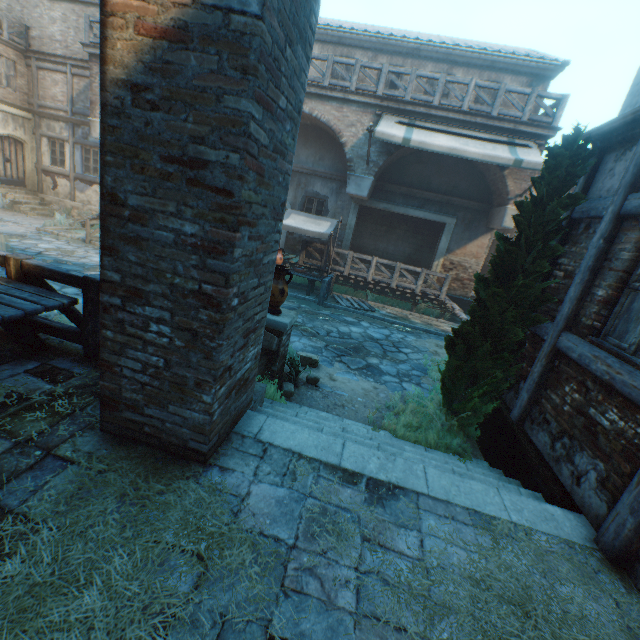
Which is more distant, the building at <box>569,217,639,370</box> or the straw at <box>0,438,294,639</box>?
the building at <box>569,217,639,370</box>

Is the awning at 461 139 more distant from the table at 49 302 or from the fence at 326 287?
the table at 49 302

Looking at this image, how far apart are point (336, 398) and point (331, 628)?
4.21m

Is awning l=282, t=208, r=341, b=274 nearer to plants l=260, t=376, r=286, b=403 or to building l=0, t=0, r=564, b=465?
building l=0, t=0, r=564, b=465

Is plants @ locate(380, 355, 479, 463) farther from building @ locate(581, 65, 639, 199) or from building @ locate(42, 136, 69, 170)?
building @ locate(42, 136, 69, 170)

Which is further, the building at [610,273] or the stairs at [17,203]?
the stairs at [17,203]

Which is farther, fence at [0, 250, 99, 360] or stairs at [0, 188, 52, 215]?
stairs at [0, 188, 52, 215]

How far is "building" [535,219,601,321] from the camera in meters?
4.2
